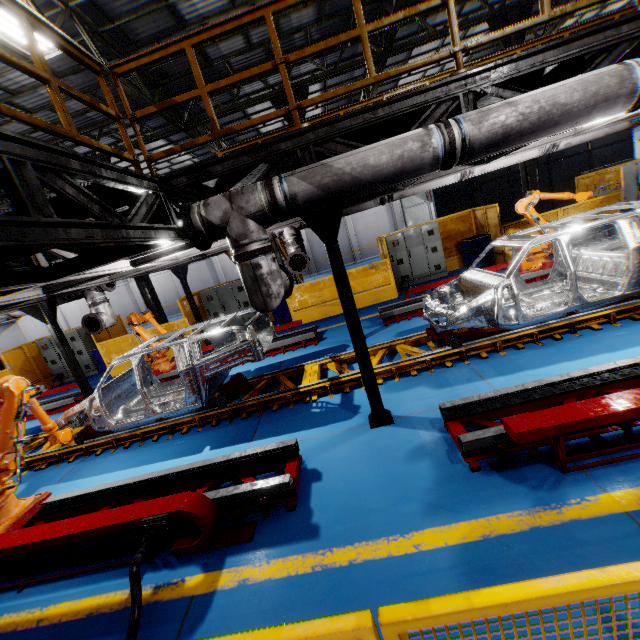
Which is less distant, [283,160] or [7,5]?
[7,5]

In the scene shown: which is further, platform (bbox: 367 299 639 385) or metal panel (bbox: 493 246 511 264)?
metal panel (bbox: 493 246 511 264)

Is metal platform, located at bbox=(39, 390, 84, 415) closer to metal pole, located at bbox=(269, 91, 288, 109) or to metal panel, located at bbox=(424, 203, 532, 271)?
metal panel, located at bbox=(424, 203, 532, 271)

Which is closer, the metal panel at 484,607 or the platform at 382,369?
the metal panel at 484,607

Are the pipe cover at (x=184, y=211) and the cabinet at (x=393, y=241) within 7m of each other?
no

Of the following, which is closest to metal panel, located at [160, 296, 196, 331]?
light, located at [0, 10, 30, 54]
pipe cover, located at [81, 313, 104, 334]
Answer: pipe cover, located at [81, 313, 104, 334]

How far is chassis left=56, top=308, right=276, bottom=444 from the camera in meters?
6.0 m

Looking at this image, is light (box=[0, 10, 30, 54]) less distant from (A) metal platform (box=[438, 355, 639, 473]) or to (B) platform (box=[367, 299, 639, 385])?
(B) platform (box=[367, 299, 639, 385])
